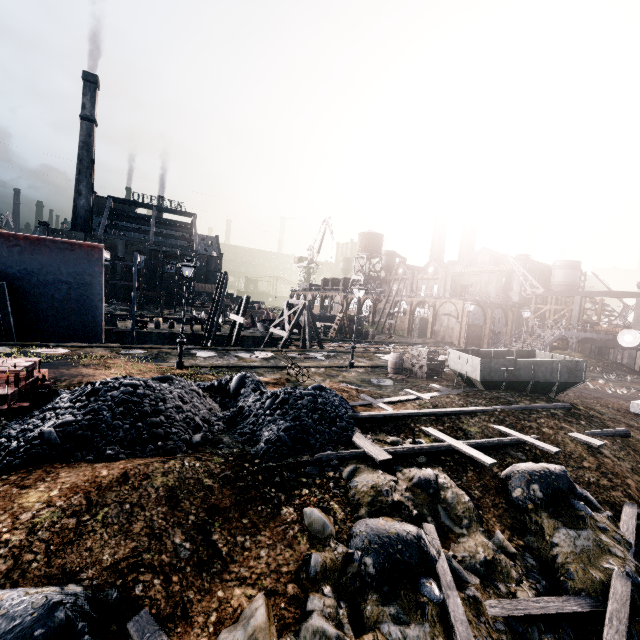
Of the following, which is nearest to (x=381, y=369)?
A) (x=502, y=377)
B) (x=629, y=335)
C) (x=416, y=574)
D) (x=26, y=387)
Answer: (x=502, y=377)

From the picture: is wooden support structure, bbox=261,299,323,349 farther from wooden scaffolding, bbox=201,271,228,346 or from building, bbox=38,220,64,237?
building, bbox=38,220,64,237

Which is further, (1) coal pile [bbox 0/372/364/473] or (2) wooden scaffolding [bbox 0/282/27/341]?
(2) wooden scaffolding [bbox 0/282/27/341]

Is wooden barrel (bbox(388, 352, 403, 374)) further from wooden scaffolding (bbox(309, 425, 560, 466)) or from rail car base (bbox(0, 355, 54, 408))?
rail car base (bbox(0, 355, 54, 408))

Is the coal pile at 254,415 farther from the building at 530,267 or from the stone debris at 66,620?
the building at 530,267

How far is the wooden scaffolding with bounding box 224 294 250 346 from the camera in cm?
2553

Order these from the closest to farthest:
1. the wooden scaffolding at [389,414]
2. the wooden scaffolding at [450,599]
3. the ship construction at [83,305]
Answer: the wooden scaffolding at [450,599]
the wooden scaffolding at [389,414]
the ship construction at [83,305]

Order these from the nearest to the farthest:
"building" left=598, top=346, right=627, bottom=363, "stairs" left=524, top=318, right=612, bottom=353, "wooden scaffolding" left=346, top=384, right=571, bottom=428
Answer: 1. "wooden scaffolding" left=346, top=384, right=571, bottom=428
2. "stairs" left=524, top=318, right=612, bottom=353
3. "building" left=598, top=346, right=627, bottom=363
